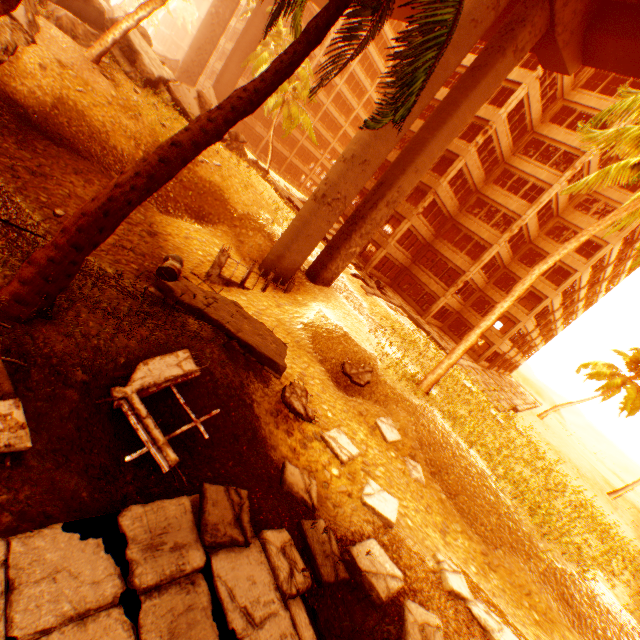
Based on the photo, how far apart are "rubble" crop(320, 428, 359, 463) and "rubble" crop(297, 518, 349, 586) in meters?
2.2

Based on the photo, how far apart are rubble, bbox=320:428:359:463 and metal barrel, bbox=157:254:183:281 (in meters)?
5.64

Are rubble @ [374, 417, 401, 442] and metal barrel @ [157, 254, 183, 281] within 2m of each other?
no

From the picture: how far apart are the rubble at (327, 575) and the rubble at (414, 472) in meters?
5.0

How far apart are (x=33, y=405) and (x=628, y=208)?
16.5 meters

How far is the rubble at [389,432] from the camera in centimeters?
1060cm

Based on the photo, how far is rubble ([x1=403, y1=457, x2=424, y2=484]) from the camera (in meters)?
10.06

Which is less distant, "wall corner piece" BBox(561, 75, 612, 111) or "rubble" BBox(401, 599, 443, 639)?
"rubble" BBox(401, 599, 443, 639)
